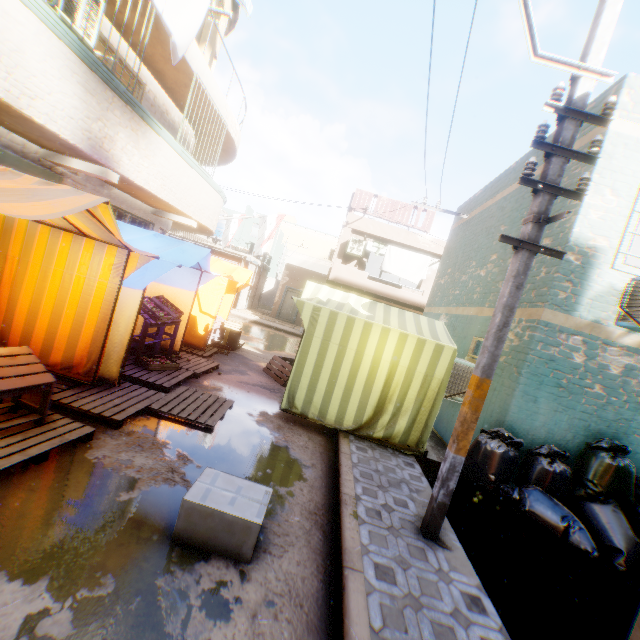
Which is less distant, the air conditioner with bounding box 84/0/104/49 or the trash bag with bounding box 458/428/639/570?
the trash bag with bounding box 458/428/639/570

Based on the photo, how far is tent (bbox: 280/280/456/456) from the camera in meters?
5.8

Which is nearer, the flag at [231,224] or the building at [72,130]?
the building at [72,130]

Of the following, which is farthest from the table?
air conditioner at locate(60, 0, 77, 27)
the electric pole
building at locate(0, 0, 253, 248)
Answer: air conditioner at locate(60, 0, 77, 27)

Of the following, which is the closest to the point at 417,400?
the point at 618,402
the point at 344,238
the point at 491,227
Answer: the point at 618,402

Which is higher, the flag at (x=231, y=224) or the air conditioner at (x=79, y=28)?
the air conditioner at (x=79, y=28)

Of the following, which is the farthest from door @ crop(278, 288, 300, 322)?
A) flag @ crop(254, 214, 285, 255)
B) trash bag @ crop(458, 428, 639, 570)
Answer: trash bag @ crop(458, 428, 639, 570)

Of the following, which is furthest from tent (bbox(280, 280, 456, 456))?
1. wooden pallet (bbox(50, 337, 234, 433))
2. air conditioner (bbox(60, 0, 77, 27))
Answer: air conditioner (bbox(60, 0, 77, 27))
